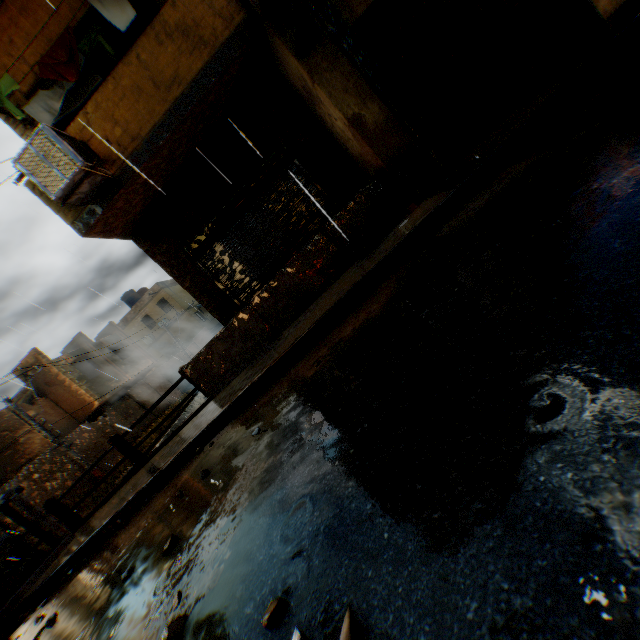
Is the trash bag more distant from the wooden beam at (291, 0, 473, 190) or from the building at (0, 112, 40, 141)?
the wooden beam at (291, 0, 473, 190)

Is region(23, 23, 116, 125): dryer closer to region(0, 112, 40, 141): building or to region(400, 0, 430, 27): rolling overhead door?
region(0, 112, 40, 141): building

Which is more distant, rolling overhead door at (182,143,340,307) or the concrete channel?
the concrete channel

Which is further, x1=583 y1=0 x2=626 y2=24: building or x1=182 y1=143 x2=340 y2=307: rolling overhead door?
x1=182 y1=143 x2=340 y2=307: rolling overhead door

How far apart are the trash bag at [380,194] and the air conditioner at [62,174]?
3.78m

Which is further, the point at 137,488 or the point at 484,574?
the point at 137,488

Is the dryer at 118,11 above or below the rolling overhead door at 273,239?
above
